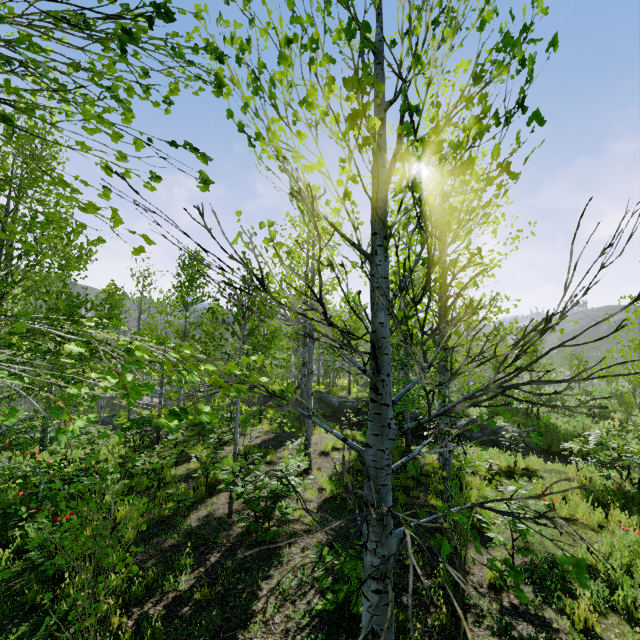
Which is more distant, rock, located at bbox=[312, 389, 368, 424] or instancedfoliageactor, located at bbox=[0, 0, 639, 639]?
rock, located at bbox=[312, 389, 368, 424]

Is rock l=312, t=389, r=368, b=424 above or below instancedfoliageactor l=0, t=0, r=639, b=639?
below

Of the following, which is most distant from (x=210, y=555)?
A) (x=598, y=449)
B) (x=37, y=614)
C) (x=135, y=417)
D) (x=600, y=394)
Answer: (x=600, y=394)

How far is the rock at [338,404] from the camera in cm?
1911

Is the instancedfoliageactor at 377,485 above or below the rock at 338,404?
above

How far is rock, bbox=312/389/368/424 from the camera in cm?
1911
